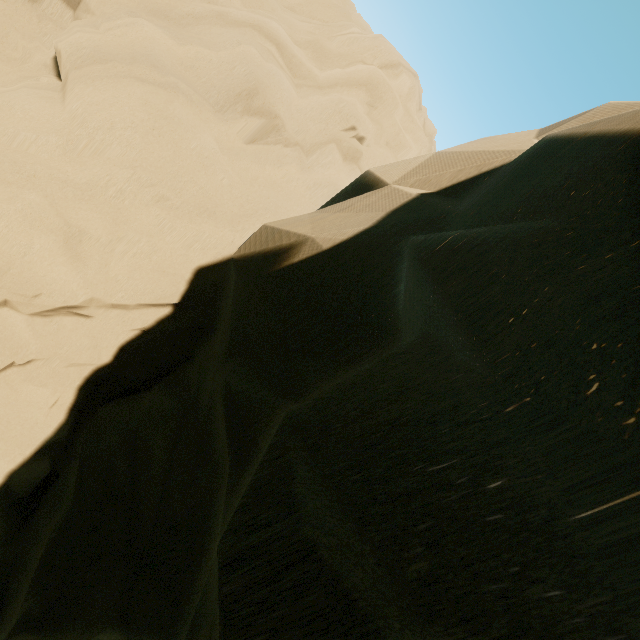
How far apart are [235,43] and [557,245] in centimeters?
852cm
